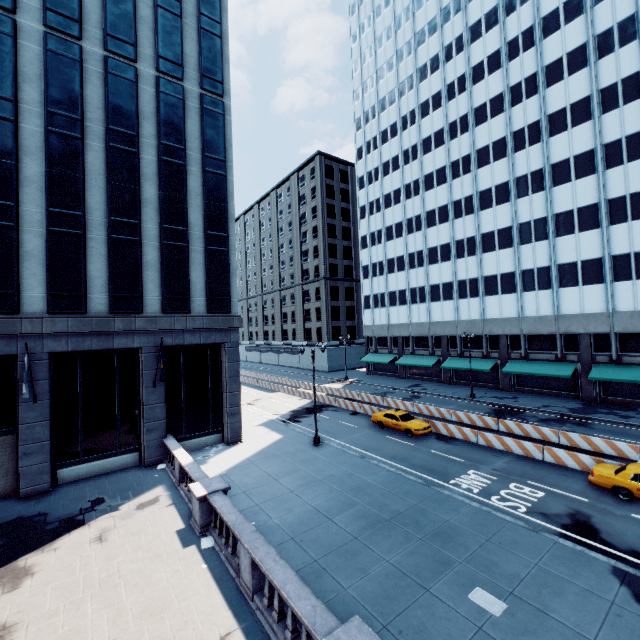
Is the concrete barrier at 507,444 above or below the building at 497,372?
below

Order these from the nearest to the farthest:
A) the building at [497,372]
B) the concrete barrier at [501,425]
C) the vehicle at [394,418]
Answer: the concrete barrier at [501,425]
the vehicle at [394,418]
the building at [497,372]

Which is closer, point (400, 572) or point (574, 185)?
point (400, 572)

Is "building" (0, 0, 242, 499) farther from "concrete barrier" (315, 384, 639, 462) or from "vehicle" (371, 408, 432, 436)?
"concrete barrier" (315, 384, 639, 462)

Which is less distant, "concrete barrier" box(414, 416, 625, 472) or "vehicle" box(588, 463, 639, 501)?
"vehicle" box(588, 463, 639, 501)

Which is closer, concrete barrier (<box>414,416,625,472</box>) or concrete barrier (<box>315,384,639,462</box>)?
concrete barrier (<box>414,416,625,472</box>)

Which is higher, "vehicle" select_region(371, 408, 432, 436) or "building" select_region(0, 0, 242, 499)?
"building" select_region(0, 0, 242, 499)
